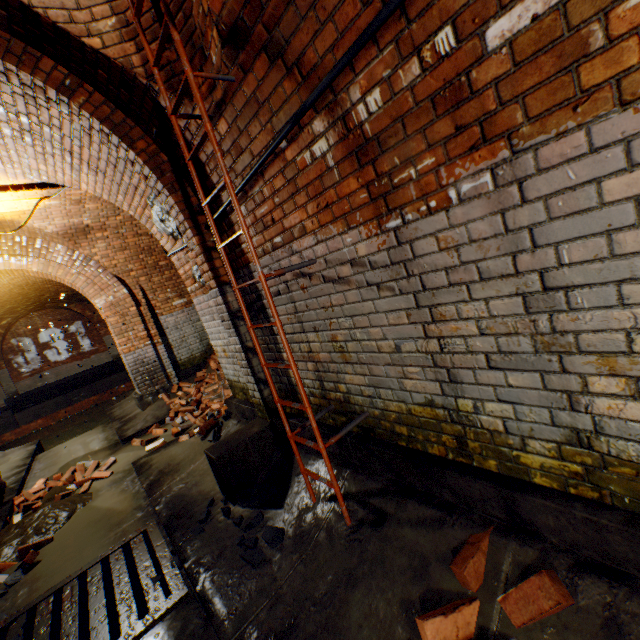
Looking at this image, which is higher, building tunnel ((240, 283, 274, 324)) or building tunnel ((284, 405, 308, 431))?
building tunnel ((240, 283, 274, 324))

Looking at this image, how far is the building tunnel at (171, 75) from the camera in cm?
235

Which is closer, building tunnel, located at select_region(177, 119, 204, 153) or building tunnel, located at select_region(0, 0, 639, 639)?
building tunnel, located at select_region(0, 0, 639, 639)

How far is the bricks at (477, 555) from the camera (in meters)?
1.61

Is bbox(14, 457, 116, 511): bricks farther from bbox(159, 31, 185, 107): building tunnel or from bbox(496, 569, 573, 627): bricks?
bbox(496, 569, 573, 627): bricks

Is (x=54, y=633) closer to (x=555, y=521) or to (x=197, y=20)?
(x=555, y=521)

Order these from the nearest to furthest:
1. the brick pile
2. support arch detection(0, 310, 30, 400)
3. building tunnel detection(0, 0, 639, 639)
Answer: building tunnel detection(0, 0, 639, 639) → the brick pile → support arch detection(0, 310, 30, 400)

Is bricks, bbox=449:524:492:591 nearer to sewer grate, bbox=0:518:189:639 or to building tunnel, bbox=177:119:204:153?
building tunnel, bbox=177:119:204:153
